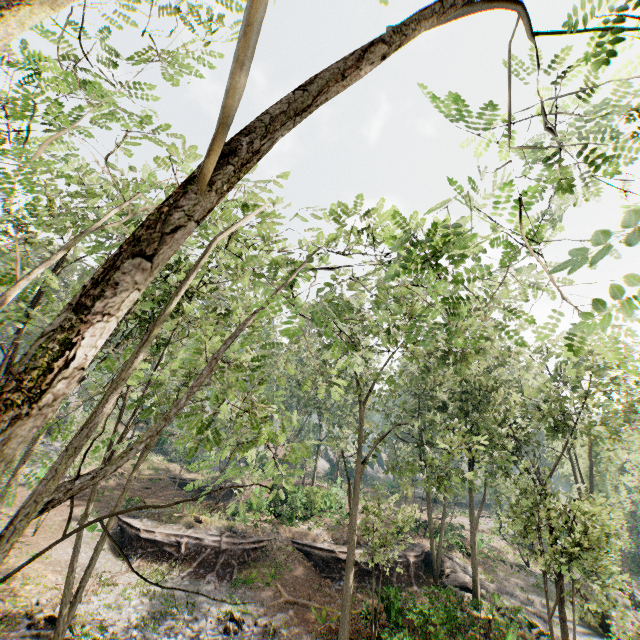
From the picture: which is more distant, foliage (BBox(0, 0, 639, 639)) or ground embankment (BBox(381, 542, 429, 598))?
ground embankment (BBox(381, 542, 429, 598))

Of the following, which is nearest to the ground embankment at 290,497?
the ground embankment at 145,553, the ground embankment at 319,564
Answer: the ground embankment at 145,553

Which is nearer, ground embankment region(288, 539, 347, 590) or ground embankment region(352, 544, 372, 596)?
ground embankment region(352, 544, 372, 596)

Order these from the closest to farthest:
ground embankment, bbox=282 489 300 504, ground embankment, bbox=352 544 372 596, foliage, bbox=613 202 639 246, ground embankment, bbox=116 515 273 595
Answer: foliage, bbox=613 202 639 246 < ground embankment, bbox=116 515 273 595 < ground embankment, bbox=352 544 372 596 < ground embankment, bbox=282 489 300 504

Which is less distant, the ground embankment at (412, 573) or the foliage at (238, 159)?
the foliage at (238, 159)

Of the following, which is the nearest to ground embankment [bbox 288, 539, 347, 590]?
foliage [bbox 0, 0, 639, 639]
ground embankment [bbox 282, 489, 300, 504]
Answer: foliage [bbox 0, 0, 639, 639]

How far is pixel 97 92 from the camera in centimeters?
520cm

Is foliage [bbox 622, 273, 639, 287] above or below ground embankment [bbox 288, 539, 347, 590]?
above
